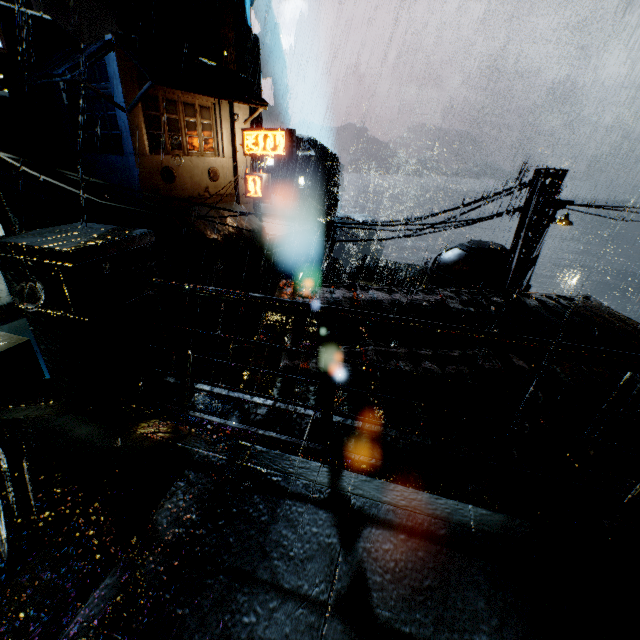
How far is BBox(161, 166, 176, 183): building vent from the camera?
18.3m

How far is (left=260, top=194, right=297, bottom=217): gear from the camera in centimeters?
3650cm

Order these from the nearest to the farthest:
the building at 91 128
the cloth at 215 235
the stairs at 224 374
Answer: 1. the building at 91 128
2. the cloth at 215 235
3. the stairs at 224 374

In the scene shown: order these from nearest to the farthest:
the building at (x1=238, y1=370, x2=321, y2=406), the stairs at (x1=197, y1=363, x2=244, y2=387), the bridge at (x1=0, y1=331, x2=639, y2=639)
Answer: the bridge at (x1=0, y1=331, x2=639, y2=639) < the building at (x1=238, y1=370, x2=321, y2=406) < the stairs at (x1=197, y1=363, x2=244, y2=387)

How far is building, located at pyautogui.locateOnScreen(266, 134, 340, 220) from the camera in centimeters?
4916cm

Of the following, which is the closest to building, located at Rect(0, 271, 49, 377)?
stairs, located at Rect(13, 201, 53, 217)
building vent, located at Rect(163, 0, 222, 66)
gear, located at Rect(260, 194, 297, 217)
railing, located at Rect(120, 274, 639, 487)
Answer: stairs, located at Rect(13, 201, 53, 217)

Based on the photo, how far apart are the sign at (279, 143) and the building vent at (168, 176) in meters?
5.0

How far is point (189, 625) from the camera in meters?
1.7 m
